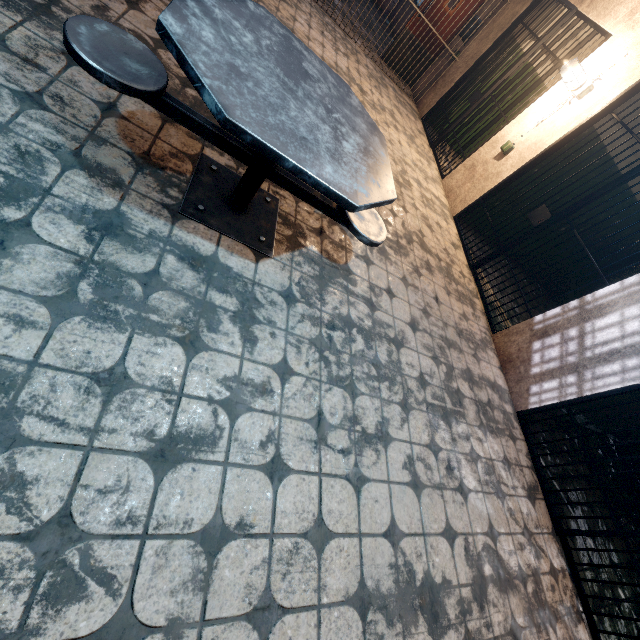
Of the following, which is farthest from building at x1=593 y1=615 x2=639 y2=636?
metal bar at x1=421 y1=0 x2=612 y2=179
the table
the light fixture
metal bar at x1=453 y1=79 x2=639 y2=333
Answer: metal bar at x1=421 y1=0 x2=612 y2=179

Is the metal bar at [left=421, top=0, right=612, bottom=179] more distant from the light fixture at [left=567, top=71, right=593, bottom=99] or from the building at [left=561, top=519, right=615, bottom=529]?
the building at [left=561, top=519, right=615, bottom=529]

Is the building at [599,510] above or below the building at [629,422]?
below

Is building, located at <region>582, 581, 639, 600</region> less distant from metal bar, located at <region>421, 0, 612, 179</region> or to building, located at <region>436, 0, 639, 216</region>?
A: building, located at <region>436, 0, 639, 216</region>

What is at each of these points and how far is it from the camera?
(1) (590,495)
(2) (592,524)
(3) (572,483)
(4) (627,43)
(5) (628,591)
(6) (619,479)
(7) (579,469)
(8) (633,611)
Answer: (1) building, 3.50m
(2) building, 3.22m
(3) building, 3.36m
(4) building, 3.62m
(5) building, 3.06m
(6) building, 4.30m
(7) building, 3.63m
(8) building, 2.95m

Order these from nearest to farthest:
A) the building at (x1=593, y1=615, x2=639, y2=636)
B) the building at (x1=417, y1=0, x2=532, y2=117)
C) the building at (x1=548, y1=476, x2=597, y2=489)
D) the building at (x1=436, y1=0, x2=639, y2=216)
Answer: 1. the building at (x1=593, y1=615, x2=639, y2=636)
2. the building at (x1=548, y1=476, x2=597, y2=489)
3. the building at (x1=436, y1=0, x2=639, y2=216)
4. the building at (x1=417, y1=0, x2=532, y2=117)

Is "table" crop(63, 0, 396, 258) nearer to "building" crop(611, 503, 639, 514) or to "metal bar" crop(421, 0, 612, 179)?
"building" crop(611, 503, 639, 514)

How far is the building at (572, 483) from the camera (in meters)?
3.09
